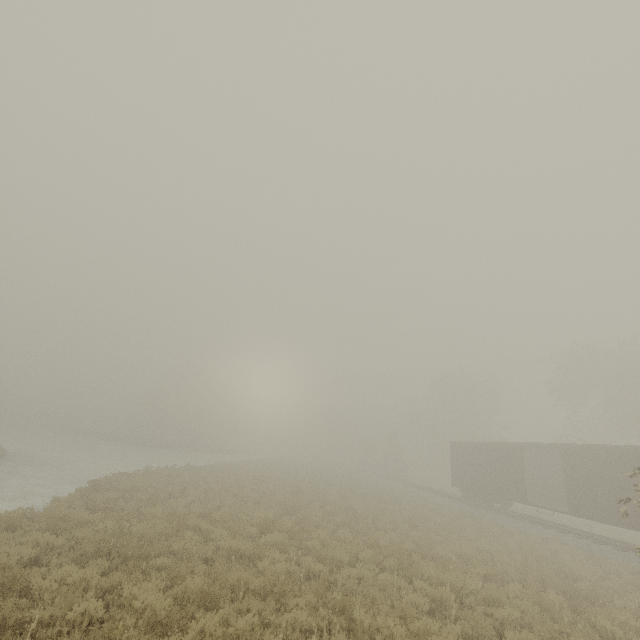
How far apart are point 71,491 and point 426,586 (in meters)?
17.81
